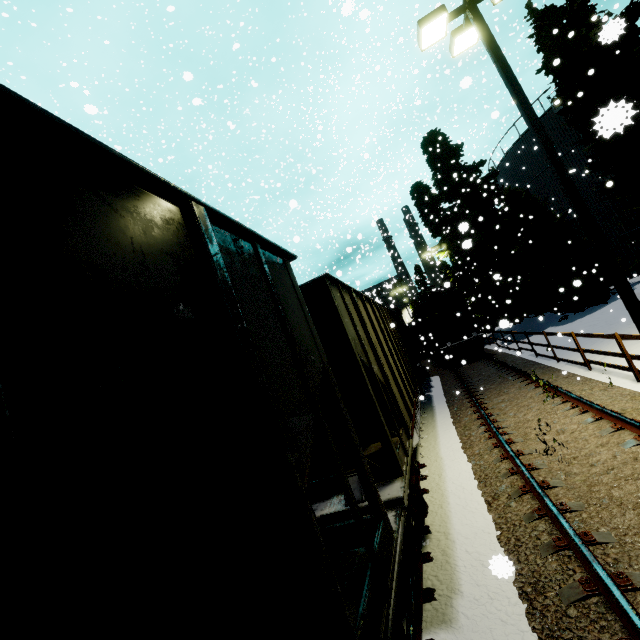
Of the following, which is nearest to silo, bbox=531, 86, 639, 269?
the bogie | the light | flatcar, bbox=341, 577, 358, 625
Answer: the light

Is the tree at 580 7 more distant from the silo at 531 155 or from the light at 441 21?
the light at 441 21

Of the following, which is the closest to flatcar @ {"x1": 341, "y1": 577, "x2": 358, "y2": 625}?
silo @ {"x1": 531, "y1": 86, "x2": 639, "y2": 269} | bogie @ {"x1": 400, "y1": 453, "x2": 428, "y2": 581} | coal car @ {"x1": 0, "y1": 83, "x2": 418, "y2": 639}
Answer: coal car @ {"x1": 0, "y1": 83, "x2": 418, "y2": 639}

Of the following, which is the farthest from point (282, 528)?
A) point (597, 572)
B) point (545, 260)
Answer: point (545, 260)

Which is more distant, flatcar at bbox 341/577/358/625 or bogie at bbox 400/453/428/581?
bogie at bbox 400/453/428/581

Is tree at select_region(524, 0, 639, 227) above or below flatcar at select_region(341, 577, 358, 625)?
above

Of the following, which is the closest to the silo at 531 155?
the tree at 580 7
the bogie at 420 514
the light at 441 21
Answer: the tree at 580 7

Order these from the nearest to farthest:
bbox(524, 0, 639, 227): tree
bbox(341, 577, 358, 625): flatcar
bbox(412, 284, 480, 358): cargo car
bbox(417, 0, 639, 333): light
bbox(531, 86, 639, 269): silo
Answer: bbox(341, 577, 358, 625): flatcar → bbox(417, 0, 639, 333): light → bbox(524, 0, 639, 227): tree → bbox(531, 86, 639, 269): silo → bbox(412, 284, 480, 358): cargo car
